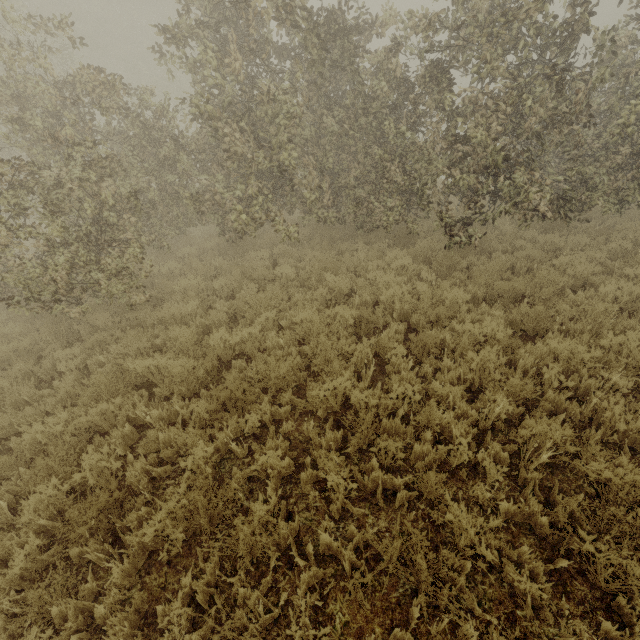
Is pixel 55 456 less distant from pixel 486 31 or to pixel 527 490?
pixel 527 490
